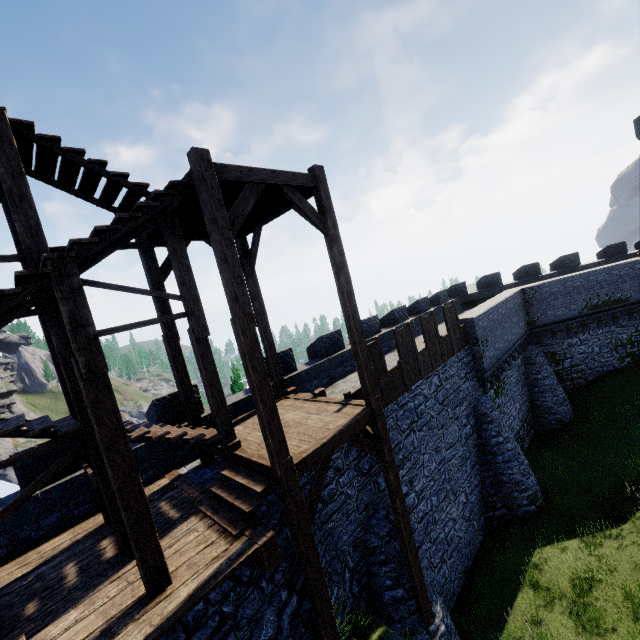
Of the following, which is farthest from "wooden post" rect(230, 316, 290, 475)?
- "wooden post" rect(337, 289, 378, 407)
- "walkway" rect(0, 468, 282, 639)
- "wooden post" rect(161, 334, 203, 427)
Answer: "wooden post" rect(161, 334, 203, 427)

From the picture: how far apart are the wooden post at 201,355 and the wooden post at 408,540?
4.6m

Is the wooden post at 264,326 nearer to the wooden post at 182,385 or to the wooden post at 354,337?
the wooden post at 182,385

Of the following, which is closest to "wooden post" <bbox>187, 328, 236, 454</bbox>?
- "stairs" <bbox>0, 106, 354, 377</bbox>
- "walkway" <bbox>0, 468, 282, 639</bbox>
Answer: "stairs" <bbox>0, 106, 354, 377</bbox>

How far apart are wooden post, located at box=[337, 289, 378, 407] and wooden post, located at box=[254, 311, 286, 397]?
3.59m

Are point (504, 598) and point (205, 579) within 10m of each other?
no

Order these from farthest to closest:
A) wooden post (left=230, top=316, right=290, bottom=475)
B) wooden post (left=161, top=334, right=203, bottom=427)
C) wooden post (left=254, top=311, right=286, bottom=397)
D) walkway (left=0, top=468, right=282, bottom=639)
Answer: wooden post (left=254, top=311, right=286, bottom=397) < wooden post (left=161, top=334, right=203, bottom=427) < wooden post (left=230, top=316, right=290, bottom=475) < walkway (left=0, top=468, right=282, bottom=639)

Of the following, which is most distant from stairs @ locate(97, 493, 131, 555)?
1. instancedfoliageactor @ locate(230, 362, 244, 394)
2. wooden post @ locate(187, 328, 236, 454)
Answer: instancedfoliageactor @ locate(230, 362, 244, 394)
